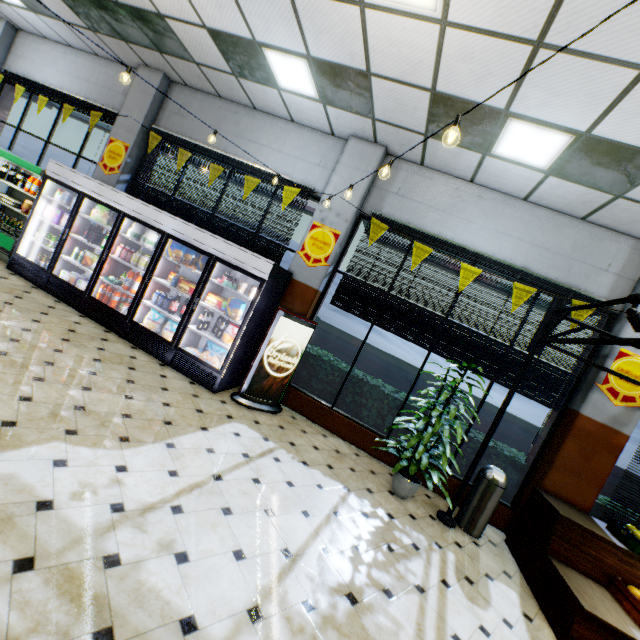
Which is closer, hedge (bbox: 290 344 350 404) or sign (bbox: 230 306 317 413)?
sign (bbox: 230 306 317 413)

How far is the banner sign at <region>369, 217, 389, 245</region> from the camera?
5.5 meters

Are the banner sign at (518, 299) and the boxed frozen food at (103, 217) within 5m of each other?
no

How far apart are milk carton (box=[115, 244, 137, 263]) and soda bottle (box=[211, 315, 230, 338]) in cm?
208

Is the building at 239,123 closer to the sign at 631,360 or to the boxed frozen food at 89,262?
the sign at 631,360

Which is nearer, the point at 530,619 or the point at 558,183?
the point at 530,619

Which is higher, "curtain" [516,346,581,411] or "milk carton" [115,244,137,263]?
"curtain" [516,346,581,411]

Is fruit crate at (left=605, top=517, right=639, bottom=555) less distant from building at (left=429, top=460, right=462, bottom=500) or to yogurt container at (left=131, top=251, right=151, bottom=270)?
building at (left=429, top=460, right=462, bottom=500)
